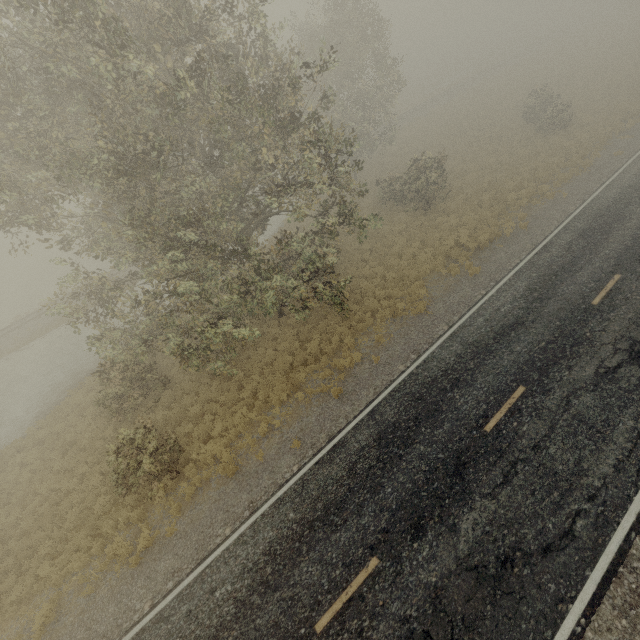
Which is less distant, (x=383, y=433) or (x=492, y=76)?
(x=383, y=433)
